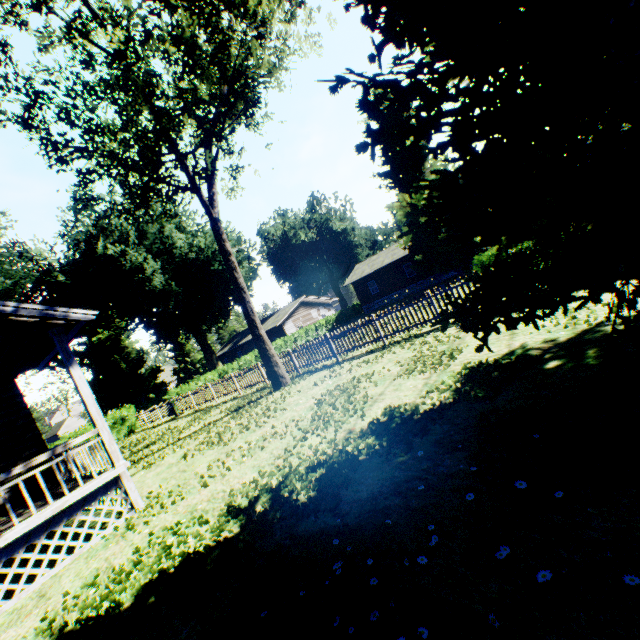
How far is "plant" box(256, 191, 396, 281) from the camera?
51.91m

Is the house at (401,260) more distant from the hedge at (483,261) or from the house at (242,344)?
the hedge at (483,261)

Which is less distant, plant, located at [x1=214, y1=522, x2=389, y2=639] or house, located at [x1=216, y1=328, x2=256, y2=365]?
plant, located at [x1=214, y1=522, x2=389, y2=639]

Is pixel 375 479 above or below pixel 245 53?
below

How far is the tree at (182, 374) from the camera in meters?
57.0

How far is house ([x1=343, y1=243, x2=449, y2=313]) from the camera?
36.8m

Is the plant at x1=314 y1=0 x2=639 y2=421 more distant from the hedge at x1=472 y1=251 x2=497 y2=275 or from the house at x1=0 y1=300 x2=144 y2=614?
the hedge at x1=472 y1=251 x2=497 y2=275

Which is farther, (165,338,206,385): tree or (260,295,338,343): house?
(165,338,206,385): tree
